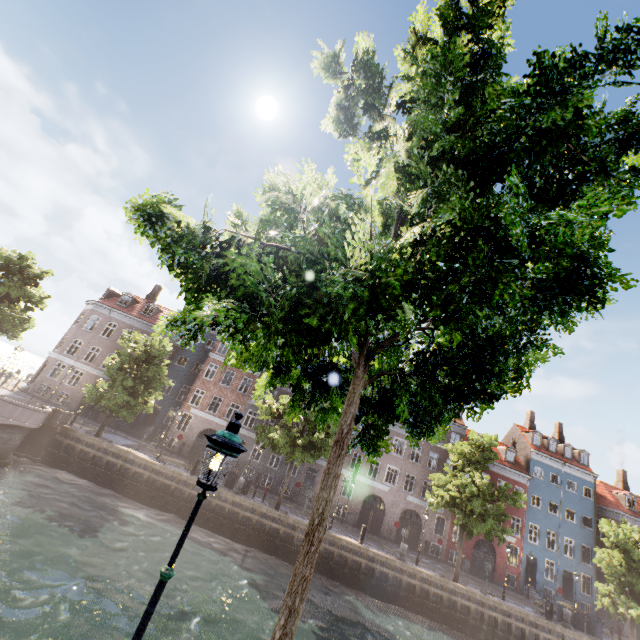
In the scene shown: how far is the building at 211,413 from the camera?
32.1 meters

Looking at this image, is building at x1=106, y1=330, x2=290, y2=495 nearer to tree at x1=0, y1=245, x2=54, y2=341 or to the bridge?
tree at x1=0, y1=245, x2=54, y2=341

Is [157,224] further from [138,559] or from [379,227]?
[138,559]

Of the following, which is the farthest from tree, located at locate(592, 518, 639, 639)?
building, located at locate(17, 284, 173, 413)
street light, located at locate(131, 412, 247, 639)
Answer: building, located at locate(17, 284, 173, 413)

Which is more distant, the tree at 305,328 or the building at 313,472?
the building at 313,472
